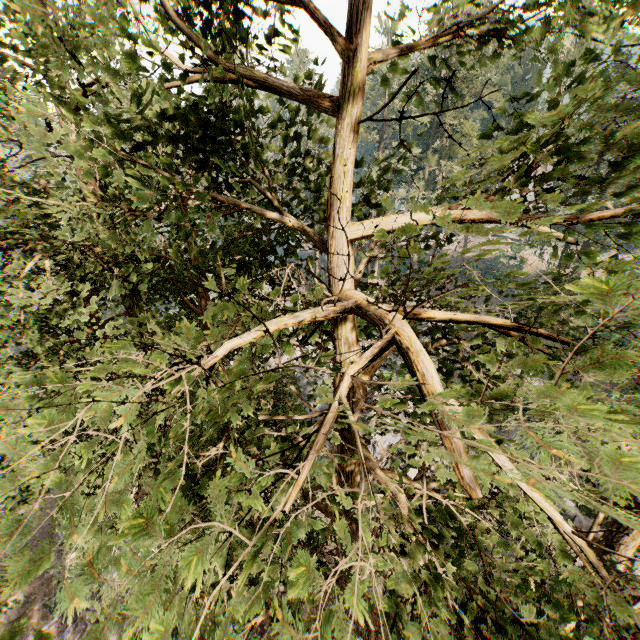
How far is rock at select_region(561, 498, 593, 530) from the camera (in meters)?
19.03

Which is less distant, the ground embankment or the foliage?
the foliage

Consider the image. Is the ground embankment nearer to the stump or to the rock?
the stump

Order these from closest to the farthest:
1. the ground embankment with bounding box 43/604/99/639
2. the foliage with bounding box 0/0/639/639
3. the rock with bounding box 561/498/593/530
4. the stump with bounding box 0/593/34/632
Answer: the foliage with bounding box 0/0/639/639
the rock with bounding box 561/498/593/530
the ground embankment with bounding box 43/604/99/639
the stump with bounding box 0/593/34/632

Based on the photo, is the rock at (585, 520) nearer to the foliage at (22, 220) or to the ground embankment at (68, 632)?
the foliage at (22, 220)

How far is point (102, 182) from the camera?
35.9 meters

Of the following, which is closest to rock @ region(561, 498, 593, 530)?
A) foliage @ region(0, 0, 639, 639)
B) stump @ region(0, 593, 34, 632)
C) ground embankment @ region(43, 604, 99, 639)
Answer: foliage @ region(0, 0, 639, 639)
